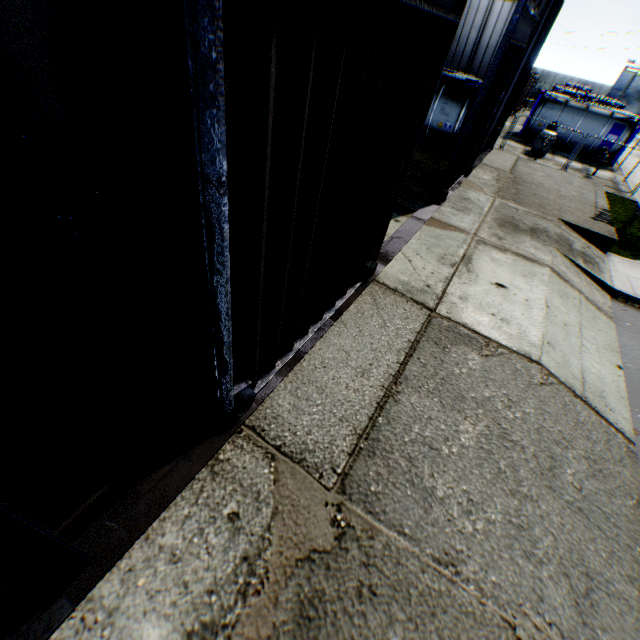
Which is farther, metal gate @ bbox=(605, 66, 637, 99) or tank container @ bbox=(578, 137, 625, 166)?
metal gate @ bbox=(605, 66, 637, 99)

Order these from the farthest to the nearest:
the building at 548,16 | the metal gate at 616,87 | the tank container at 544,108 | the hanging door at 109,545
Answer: the metal gate at 616,87
the tank container at 544,108
the building at 548,16
the hanging door at 109,545

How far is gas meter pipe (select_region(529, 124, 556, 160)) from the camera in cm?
2018

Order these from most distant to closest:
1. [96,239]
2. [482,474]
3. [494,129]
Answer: [494,129]
[482,474]
[96,239]

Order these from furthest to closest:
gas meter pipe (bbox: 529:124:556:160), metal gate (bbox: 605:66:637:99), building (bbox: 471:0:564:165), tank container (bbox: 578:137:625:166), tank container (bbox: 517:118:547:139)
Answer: metal gate (bbox: 605:66:637:99), tank container (bbox: 517:118:547:139), tank container (bbox: 578:137:625:166), gas meter pipe (bbox: 529:124:556:160), building (bbox: 471:0:564:165)

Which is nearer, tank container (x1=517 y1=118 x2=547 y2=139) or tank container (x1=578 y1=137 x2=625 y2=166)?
tank container (x1=578 y1=137 x2=625 y2=166)

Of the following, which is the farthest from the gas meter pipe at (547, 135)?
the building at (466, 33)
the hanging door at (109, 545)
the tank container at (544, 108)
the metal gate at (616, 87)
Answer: the metal gate at (616, 87)

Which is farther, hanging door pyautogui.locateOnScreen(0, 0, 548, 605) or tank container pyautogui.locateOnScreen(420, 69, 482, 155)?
tank container pyautogui.locateOnScreen(420, 69, 482, 155)
